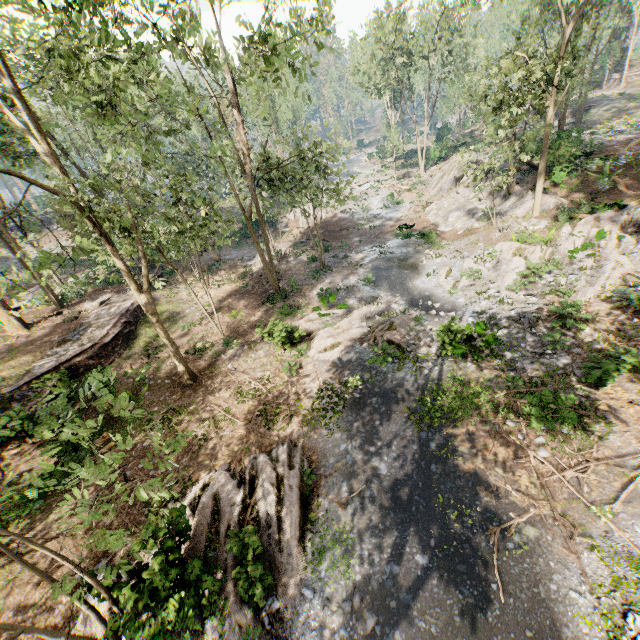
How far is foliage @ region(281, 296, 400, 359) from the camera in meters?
16.0 m

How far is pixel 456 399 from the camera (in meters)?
11.72

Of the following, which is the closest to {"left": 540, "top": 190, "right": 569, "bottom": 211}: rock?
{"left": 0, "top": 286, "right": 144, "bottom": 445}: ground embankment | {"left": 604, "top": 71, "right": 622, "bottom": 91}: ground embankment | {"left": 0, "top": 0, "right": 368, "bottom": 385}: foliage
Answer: {"left": 0, "top": 0, "right": 368, "bottom": 385}: foliage

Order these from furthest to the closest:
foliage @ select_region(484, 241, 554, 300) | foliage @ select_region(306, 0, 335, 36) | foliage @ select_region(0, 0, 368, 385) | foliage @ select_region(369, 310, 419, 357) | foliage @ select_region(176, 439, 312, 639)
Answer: foliage @ select_region(484, 241, 554, 300)
foliage @ select_region(369, 310, 419, 357)
foliage @ select_region(0, 0, 368, 385)
foliage @ select_region(306, 0, 335, 36)
foliage @ select_region(176, 439, 312, 639)

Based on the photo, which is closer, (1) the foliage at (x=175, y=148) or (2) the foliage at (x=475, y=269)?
(1) the foliage at (x=175, y=148)

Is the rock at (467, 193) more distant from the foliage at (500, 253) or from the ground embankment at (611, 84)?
the ground embankment at (611, 84)

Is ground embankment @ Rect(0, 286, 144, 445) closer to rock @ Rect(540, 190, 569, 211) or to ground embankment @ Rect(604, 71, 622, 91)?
rock @ Rect(540, 190, 569, 211)
